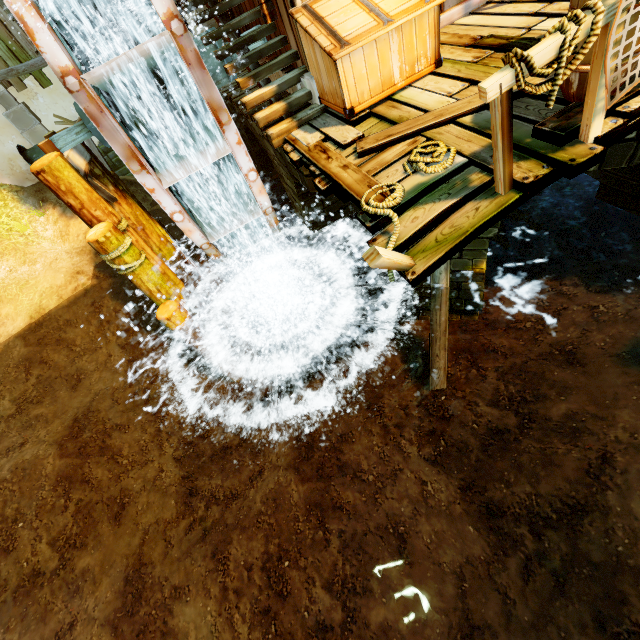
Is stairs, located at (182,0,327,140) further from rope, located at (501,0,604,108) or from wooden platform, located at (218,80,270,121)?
rope, located at (501,0,604,108)

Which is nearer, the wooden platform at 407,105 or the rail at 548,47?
the rail at 548,47

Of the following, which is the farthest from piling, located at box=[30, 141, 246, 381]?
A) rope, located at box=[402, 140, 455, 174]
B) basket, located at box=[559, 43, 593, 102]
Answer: basket, located at box=[559, 43, 593, 102]

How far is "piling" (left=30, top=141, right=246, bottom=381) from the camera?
5.4 meters

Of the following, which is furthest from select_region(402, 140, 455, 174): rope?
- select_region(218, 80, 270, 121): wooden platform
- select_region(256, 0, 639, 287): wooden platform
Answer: select_region(218, 80, 270, 121): wooden platform

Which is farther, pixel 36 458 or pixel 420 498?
pixel 36 458

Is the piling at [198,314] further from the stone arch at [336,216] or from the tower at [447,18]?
the tower at [447,18]

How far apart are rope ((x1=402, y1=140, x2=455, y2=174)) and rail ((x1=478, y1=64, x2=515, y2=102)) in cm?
93
